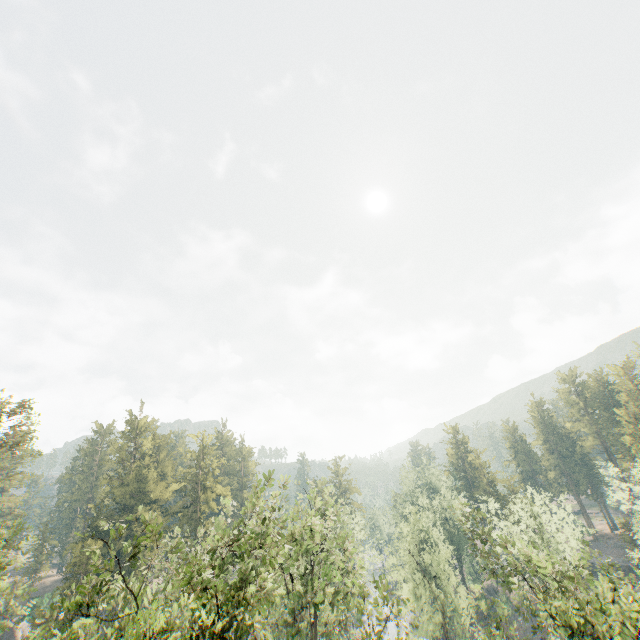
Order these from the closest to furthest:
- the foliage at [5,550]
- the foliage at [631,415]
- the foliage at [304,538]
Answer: the foliage at [304,538]
the foliage at [5,550]
the foliage at [631,415]

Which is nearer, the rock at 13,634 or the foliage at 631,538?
the foliage at 631,538

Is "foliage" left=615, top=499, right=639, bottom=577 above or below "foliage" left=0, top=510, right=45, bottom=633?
below

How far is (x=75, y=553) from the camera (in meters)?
42.06

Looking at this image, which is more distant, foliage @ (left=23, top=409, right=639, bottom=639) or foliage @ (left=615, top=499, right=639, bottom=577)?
foliage @ (left=615, top=499, right=639, bottom=577)
